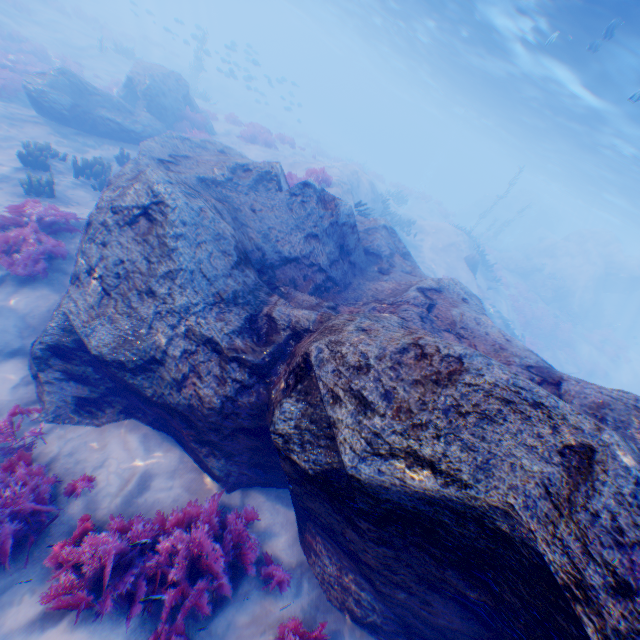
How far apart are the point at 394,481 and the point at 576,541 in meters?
1.1 m

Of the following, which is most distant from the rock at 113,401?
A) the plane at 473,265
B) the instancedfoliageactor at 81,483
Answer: the instancedfoliageactor at 81,483

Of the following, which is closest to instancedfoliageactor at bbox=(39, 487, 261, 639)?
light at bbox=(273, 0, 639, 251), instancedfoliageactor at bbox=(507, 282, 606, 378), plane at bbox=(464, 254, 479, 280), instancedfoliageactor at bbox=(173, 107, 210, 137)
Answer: light at bbox=(273, 0, 639, 251)

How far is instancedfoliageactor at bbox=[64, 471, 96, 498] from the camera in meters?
4.5 m

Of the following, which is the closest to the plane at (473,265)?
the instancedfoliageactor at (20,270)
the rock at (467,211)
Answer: the instancedfoliageactor at (20,270)

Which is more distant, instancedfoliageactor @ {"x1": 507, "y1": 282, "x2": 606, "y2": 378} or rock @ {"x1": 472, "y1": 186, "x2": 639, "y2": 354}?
rock @ {"x1": 472, "y1": 186, "x2": 639, "y2": 354}

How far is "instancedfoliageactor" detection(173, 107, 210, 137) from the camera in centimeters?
1634cm

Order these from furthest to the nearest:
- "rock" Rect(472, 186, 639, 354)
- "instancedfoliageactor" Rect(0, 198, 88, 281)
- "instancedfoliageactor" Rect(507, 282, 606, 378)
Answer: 1. "rock" Rect(472, 186, 639, 354)
2. "instancedfoliageactor" Rect(507, 282, 606, 378)
3. "instancedfoliageactor" Rect(0, 198, 88, 281)
